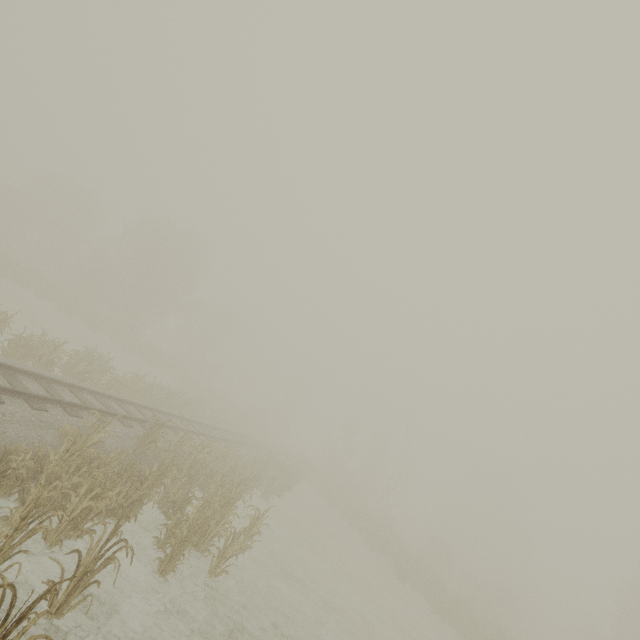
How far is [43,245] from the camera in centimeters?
3812cm
